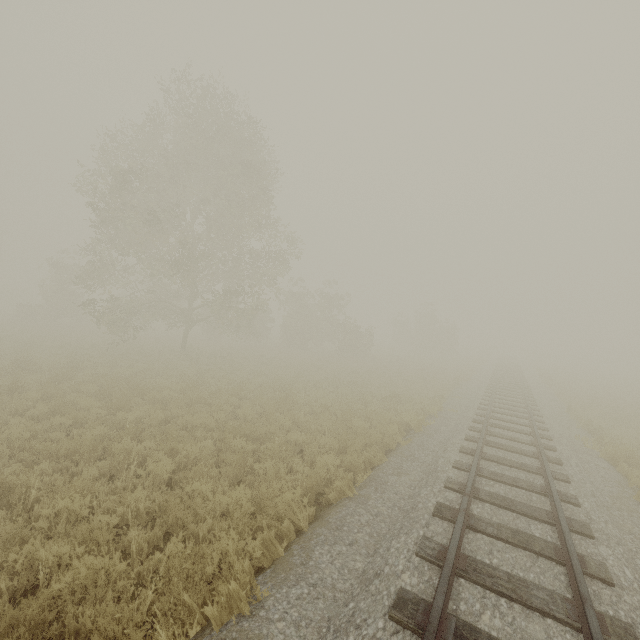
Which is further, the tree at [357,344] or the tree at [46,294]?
the tree at [357,344]

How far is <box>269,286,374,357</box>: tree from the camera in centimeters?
3034cm

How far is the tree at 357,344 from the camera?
30.3m

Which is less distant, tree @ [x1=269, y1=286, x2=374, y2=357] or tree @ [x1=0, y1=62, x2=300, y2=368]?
tree @ [x1=0, y1=62, x2=300, y2=368]

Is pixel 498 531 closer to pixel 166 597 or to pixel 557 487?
pixel 557 487
